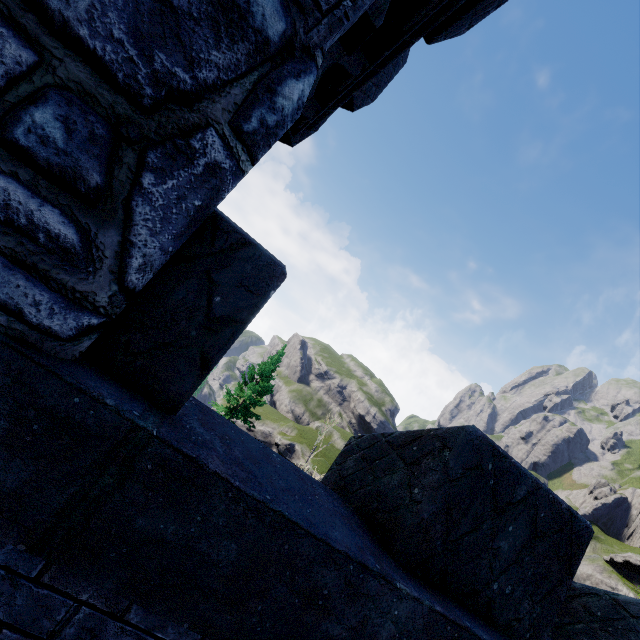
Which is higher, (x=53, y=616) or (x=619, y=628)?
(x=619, y=628)
